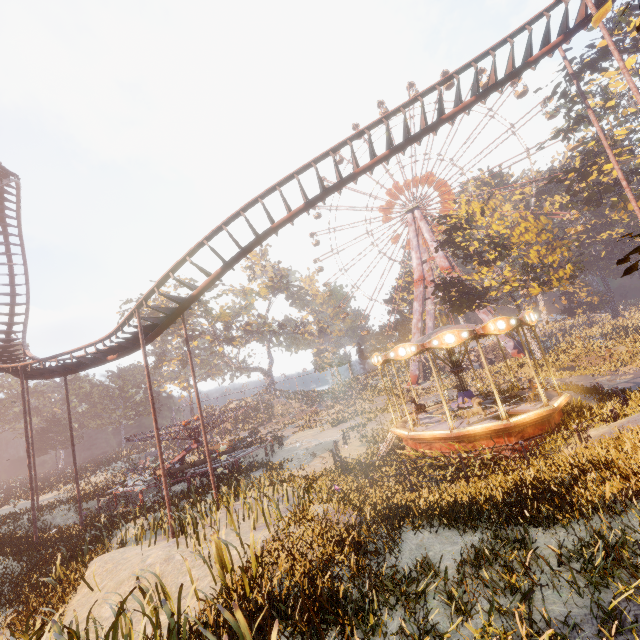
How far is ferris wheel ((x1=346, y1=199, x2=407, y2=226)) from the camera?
54.28m

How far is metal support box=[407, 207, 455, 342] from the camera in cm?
4891

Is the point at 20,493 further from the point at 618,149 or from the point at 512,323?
the point at 618,149

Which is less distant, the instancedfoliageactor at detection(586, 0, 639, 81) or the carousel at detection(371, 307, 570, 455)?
the instancedfoliageactor at detection(586, 0, 639, 81)

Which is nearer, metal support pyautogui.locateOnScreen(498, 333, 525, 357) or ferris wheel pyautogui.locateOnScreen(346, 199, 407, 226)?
metal support pyautogui.locateOnScreen(498, 333, 525, 357)

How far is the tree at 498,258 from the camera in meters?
29.1

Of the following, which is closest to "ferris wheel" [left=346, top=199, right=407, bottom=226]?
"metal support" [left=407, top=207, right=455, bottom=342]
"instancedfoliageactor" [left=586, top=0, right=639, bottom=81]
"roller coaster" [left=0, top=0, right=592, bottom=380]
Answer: "metal support" [left=407, top=207, right=455, bottom=342]

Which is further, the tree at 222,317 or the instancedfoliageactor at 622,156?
the tree at 222,317
